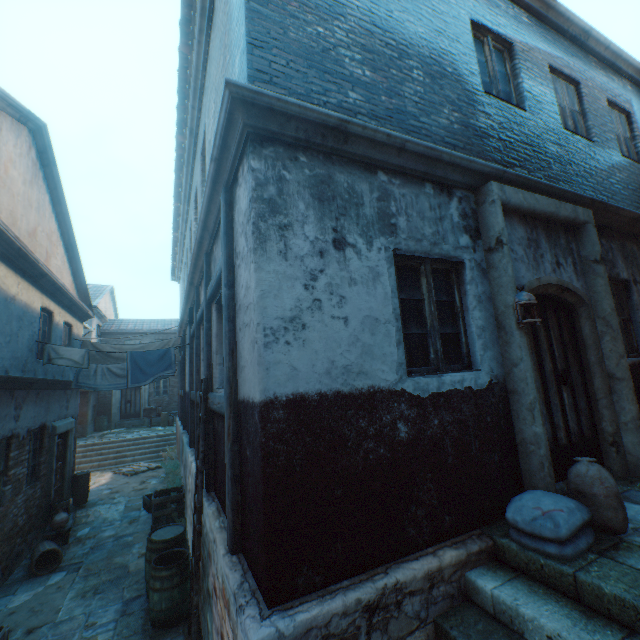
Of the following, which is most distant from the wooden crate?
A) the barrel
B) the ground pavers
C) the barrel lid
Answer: the barrel

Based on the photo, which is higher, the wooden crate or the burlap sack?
the burlap sack

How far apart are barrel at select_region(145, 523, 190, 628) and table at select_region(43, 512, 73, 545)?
4.15m

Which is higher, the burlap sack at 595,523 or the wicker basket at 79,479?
the burlap sack at 595,523

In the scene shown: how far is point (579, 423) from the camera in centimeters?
423cm

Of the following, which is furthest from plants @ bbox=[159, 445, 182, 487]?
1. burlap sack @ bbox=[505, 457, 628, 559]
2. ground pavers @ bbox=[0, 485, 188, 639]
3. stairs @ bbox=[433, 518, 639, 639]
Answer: burlap sack @ bbox=[505, 457, 628, 559]

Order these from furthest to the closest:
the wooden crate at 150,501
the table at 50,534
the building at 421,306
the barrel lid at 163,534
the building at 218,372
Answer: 1. the wooden crate at 150,501
2. the table at 50,534
3. the barrel lid at 163,534
4. the building at 218,372
5. the building at 421,306

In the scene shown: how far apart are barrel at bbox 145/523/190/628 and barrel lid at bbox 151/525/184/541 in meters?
0.1 m
